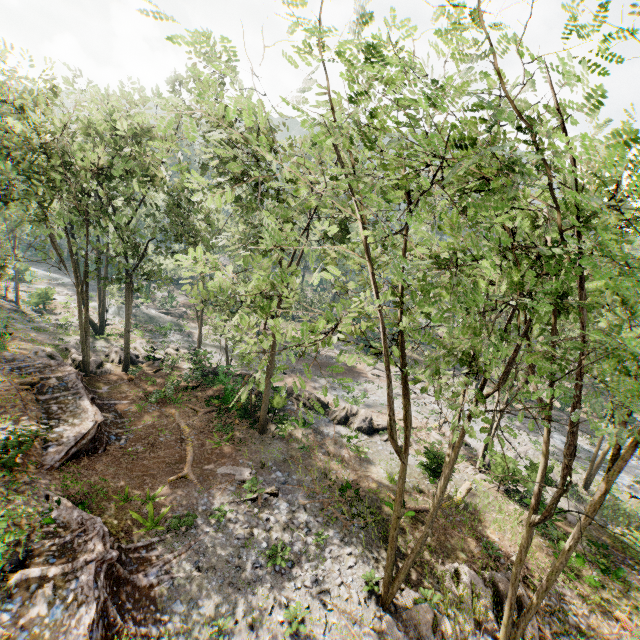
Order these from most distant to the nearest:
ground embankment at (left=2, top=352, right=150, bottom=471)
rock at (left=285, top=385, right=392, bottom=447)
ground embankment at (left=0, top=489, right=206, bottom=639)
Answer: rock at (left=285, top=385, right=392, bottom=447), ground embankment at (left=2, top=352, right=150, bottom=471), ground embankment at (left=0, top=489, right=206, bottom=639)

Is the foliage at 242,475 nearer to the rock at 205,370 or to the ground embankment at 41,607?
the rock at 205,370

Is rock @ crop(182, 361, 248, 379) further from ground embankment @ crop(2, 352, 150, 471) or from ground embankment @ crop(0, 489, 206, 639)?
ground embankment @ crop(0, 489, 206, 639)

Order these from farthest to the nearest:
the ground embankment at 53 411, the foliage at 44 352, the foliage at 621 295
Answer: the foliage at 44 352
the ground embankment at 53 411
the foliage at 621 295

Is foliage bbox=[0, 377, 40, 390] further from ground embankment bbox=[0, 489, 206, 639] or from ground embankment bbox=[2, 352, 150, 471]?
ground embankment bbox=[0, 489, 206, 639]

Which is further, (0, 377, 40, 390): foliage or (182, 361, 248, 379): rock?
(182, 361, 248, 379): rock

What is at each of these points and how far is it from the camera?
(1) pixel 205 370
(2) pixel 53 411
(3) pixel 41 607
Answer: (1) rock, 27.0m
(2) ground embankment, 17.1m
(3) ground embankment, 9.2m
